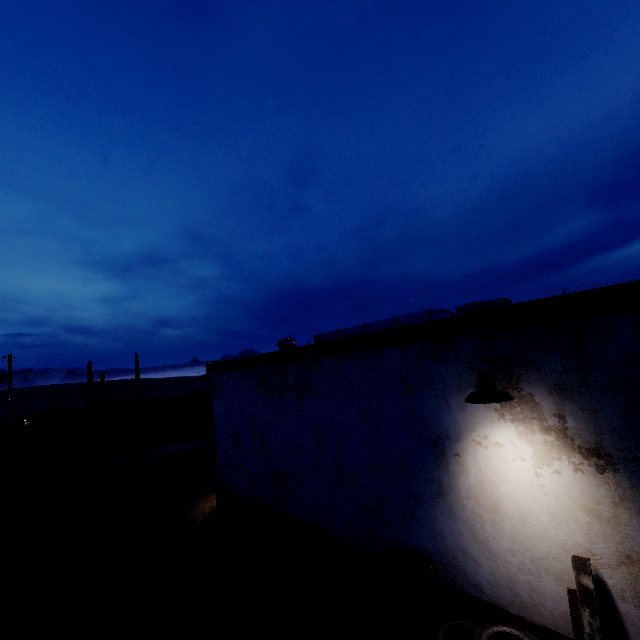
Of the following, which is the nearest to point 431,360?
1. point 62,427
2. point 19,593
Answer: point 19,593

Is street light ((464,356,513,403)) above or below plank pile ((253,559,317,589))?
above

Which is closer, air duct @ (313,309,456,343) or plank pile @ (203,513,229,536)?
air duct @ (313,309,456,343)

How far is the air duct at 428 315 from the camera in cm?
754

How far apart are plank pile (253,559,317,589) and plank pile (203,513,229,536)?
1.29m

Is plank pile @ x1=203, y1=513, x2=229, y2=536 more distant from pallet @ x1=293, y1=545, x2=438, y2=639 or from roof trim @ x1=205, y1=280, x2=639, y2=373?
roof trim @ x1=205, y1=280, x2=639, y2=373

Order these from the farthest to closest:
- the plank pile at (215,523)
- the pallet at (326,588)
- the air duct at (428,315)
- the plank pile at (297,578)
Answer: the plank pile at (215,523), the air duct at (428,315), the plank pile at (297,578), the pallet at (326,588)

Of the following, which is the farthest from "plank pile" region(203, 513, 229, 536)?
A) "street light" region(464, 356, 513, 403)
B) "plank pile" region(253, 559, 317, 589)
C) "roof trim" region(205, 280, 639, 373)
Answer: "street light" region(464, 356, 513, 403)
